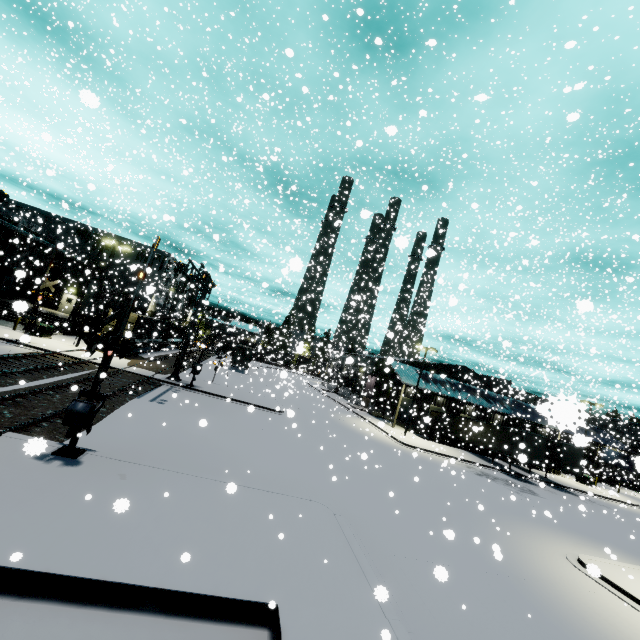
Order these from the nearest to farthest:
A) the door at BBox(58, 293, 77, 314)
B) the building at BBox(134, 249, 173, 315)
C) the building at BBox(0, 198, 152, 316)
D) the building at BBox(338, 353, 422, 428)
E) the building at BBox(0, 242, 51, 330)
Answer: the building at BBox(0, 242, 51, 330), the building at BBox(134, 249, 173, 315), the building at BBox(0, 198, 152, 316), the building at BBox(338, 353, 422, 428), the door at BBox(58, 293, 77, 314)

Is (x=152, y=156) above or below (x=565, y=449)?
above

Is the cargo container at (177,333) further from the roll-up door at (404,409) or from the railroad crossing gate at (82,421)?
the railroad crossing gate at (82,421)

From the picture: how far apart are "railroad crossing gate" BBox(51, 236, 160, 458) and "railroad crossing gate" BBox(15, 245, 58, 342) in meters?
13.6

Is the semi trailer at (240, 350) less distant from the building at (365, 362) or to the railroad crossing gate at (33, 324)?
the building at (365, 362)

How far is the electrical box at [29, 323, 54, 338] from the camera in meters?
27.2 m

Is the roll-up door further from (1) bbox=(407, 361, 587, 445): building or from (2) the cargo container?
(2) the cargo container

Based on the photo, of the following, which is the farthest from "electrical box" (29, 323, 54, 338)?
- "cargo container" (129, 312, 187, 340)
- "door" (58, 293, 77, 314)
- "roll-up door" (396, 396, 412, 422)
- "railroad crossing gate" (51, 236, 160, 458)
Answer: "roll-up door" (396, 396, 412, 422)
